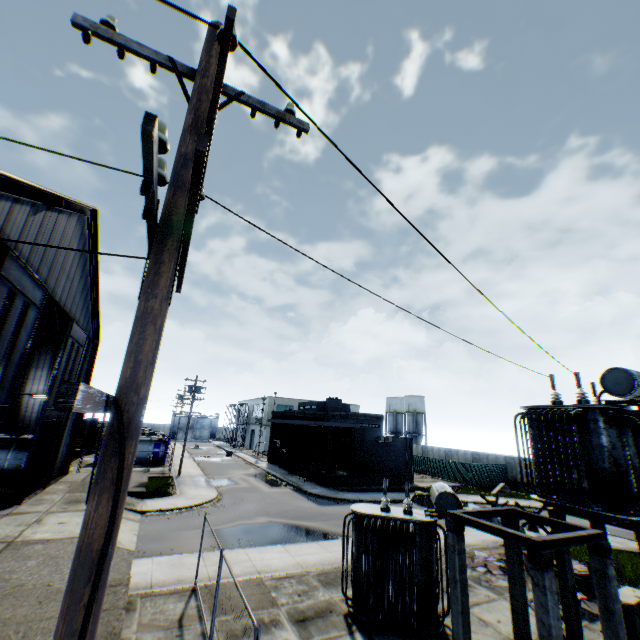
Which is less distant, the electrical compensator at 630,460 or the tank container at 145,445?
the electrical compensator at 630,460

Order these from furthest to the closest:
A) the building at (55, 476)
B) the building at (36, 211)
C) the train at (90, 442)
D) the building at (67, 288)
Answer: the train at (90, 442)
the building at (55, 476)
the building at (67, 288)
the building at (36, 211)

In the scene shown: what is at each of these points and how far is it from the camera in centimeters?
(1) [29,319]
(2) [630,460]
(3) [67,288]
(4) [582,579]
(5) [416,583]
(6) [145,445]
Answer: (1) hanging door, 1420cm
(2) electrical compensator, 850cm
(3) building, 1852cm
(4) wooden pallet, 1249cm
(5) electrical compensator, 977cm
(6) tank container, 3769cm

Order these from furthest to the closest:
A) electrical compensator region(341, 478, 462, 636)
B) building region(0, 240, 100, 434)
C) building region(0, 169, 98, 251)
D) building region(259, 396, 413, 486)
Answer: building region(259, 396, 413, 486) < building region(0, 240, 100, 434) < building region(0, 169, 98, 251) < electrical compensator region(341, 478, 462, 636)

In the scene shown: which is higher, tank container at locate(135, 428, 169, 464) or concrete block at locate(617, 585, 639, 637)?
tank container at locate(135, 428, 169, 464)

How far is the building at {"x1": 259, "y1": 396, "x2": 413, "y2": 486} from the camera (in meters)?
32.62

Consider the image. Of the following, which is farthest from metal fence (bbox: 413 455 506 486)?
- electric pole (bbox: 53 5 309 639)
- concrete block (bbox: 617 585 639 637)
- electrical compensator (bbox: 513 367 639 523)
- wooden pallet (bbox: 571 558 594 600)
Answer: electrical compensator (bbox: 513 367 639 523)

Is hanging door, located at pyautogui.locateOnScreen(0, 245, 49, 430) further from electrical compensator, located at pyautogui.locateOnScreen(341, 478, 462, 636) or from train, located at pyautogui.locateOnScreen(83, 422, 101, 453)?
train, located at pyautogui.locateOnScreen(83, 422, 101, 453)
